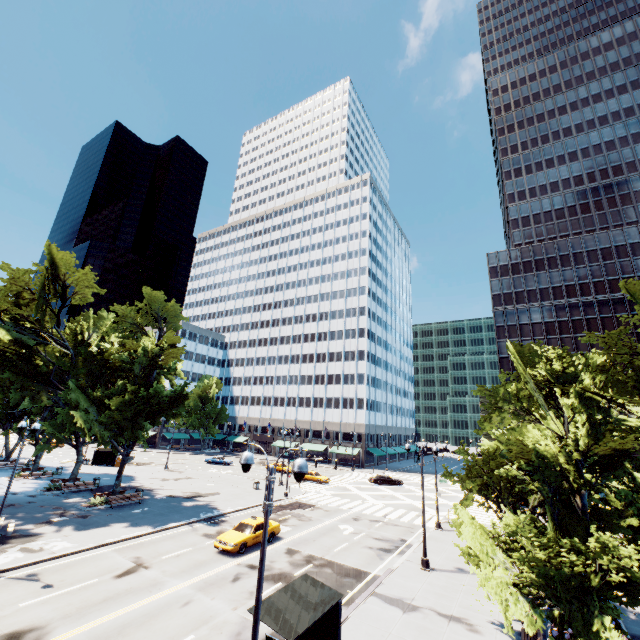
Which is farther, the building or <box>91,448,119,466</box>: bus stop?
the building

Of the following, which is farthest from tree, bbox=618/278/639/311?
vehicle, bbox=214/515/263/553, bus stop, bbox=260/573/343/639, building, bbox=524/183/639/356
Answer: building, bbox=524/183/639/356

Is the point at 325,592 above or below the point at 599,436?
below

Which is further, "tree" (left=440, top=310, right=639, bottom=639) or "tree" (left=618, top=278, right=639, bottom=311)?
"tree" (left=618, top=278, right=639, bottom=311)

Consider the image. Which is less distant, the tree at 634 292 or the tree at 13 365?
the tree at 634 292

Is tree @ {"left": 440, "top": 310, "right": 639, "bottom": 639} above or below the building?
below

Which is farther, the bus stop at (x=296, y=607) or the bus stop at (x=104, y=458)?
the bus stop at (x=104, y=458)

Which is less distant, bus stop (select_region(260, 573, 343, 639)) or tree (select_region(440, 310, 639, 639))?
bus stop (select_region(260, 573, 343, 639))
